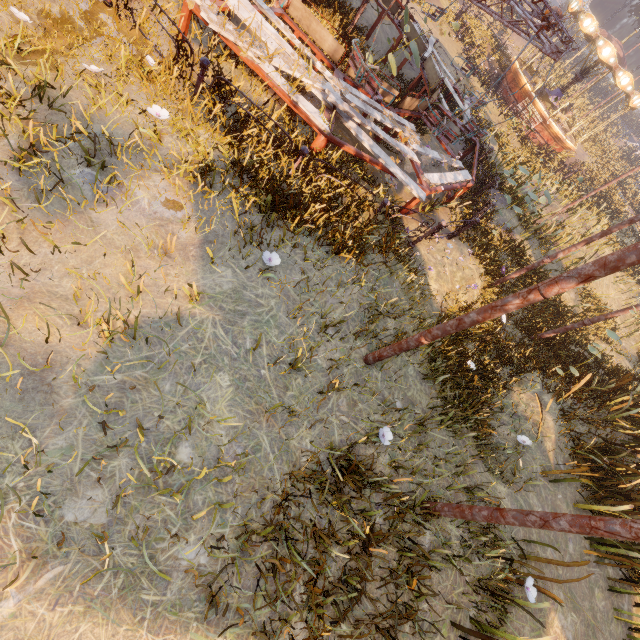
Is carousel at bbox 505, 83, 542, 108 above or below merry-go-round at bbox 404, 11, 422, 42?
above

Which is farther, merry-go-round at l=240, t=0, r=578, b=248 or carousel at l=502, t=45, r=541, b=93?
carousel at l=502, t=45, r=541, b=93

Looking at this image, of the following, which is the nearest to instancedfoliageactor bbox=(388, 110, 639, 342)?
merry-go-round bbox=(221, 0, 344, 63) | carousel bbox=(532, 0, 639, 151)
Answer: carousel bbox=(532, 0, 639, 151)

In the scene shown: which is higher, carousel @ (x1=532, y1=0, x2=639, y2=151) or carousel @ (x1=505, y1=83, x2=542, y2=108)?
carousel @ (x1=505, y1=83, x2=542, y2=108)

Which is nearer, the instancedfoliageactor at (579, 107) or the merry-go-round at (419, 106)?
the merry-go-round at (419, 106)

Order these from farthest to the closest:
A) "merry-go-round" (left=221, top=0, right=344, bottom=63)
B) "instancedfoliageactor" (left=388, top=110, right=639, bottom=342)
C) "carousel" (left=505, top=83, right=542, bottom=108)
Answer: "carousel" (left=505, top=83, right=542, bottom=108) < "instancedfoliageactor" (left=388, top=110, right=639, bottom=342) < "merry-go-round" (left=221, top=0, right=344, bottom=63)

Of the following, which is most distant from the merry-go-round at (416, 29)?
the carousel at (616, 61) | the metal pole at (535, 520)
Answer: the carousel at (616, 61)

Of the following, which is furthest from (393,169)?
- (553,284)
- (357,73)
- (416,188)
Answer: (553,284)
